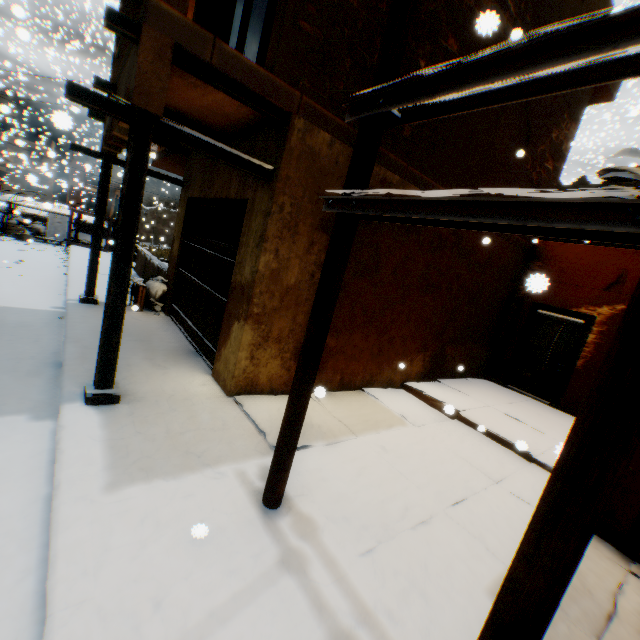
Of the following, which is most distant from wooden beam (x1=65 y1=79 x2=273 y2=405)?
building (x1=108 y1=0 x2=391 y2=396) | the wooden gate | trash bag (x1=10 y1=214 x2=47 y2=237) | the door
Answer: trash bag (x1=10 y1=214 x2=47 y2=237)

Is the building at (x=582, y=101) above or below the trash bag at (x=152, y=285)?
above

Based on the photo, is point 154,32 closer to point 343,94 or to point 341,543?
point 343,94

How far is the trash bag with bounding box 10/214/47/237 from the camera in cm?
1413

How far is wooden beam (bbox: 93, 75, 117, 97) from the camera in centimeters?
448cm

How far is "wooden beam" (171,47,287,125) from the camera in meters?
3.2

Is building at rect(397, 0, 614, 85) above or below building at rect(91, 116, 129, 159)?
above

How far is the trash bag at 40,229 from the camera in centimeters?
1413cm
